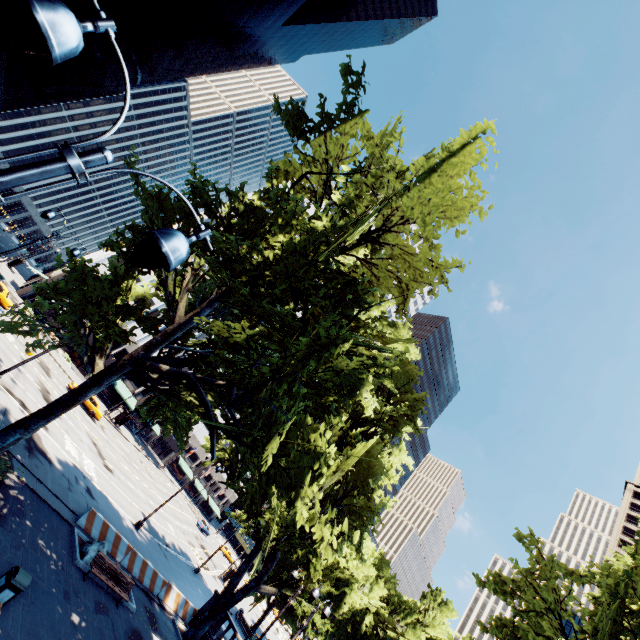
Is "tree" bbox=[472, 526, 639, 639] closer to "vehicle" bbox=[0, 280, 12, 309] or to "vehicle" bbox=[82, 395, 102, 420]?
"vehicle" bbox=[82, 395, 102, 420]

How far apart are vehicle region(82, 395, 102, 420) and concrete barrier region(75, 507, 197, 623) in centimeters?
2306cm

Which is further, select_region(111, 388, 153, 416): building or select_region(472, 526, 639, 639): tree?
select_region(111, 388, 153, 416): building

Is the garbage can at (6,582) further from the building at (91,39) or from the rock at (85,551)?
the building at (91,39)

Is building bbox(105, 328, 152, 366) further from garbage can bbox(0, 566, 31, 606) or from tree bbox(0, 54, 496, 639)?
garbage can bbox(0, 566, 31, 606)

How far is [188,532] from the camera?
47.5m

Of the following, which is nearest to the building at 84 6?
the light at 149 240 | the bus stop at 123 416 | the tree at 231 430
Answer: the tree at 231 430

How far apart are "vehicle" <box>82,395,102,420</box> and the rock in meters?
24.4 m
